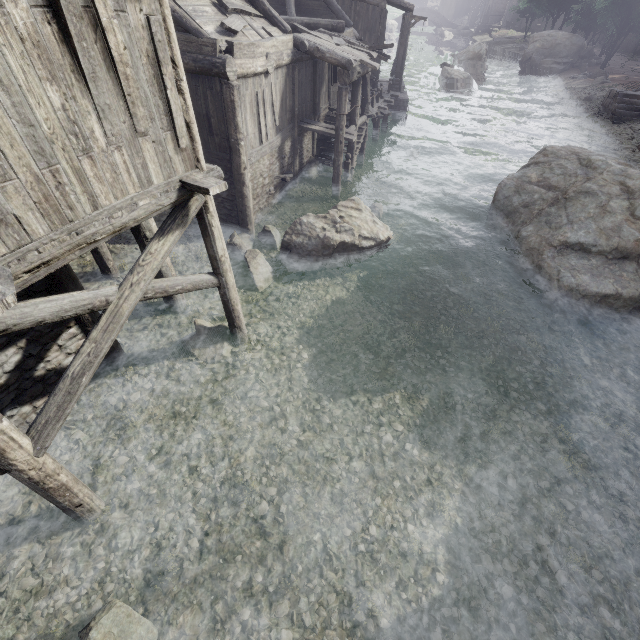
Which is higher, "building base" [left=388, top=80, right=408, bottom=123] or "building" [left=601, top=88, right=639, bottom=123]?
"building" [left=601, top=88, right=639, bottom=123]

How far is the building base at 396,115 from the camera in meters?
24.8

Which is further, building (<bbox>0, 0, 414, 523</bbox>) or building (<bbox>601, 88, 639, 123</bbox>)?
building (<bbox>601, 88, 639, 123</bbox>)

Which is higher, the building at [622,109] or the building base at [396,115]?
the building at [622,109]

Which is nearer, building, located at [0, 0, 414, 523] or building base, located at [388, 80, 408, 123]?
building, located at [0, 0, 414, 523]

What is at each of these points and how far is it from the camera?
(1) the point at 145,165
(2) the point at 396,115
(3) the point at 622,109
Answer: (1) building, 4.9 meters
(2) building base, 25.4 meters
(3) building, 25.1 meters

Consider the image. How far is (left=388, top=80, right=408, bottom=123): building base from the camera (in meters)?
24.77
